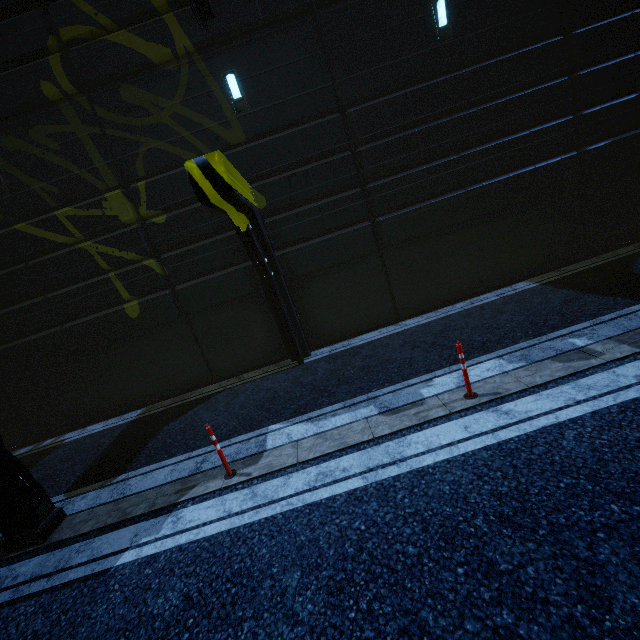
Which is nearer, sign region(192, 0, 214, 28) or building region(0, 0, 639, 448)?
sign region(192, 0, 214, 28)

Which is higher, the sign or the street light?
the sign

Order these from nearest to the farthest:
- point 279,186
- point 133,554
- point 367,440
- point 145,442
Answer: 1. point 133,554
2. point 367,440
3. point 145,442
4. point 279,186

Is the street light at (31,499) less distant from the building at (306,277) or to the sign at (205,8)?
the building at (306,277)

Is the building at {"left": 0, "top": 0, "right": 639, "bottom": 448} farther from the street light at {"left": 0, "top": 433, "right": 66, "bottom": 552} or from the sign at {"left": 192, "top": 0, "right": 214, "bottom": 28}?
the street light at {"left": 0, "top": 433, "right": 66, "bottom": 552}

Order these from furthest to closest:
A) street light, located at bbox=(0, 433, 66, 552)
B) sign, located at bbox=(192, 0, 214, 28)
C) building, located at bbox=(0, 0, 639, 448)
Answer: building, located at bbox=(0, 0, 639, 448)
sign, located at bbox=(192, 0, 214, 28)
street light, located at bbox=(0, 433, 66, 552)

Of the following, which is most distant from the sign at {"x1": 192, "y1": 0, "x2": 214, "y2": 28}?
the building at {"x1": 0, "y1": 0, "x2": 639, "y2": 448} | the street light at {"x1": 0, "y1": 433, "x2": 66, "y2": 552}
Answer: the street light at {"x1": 0, "y1": 433, "x2": 66, "y2": 552}

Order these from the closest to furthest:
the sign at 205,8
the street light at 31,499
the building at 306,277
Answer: the street light at 31,499 < the sign at 205,8 < the building at 306,277
